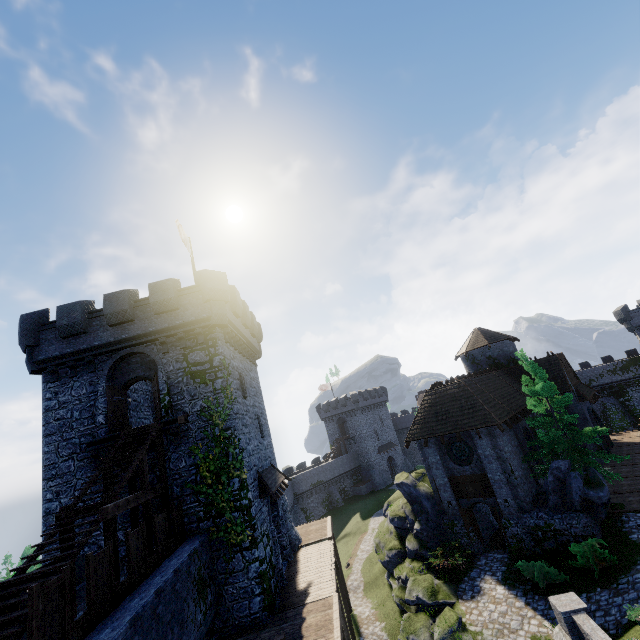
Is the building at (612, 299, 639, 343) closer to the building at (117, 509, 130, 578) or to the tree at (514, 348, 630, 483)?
the tree at (514, 348, 630, 483)

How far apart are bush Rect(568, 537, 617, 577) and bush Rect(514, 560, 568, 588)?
0.63m

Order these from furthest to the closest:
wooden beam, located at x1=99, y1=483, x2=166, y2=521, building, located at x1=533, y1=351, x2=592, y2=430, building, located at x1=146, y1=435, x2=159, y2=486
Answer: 1. building, located at x1=533, y1=351, x2=592, y2=430
2. building, located at x1=146, y1=435, x2=159, y2=486
3. wooden beam, located at x1=99, y1=483, x2=166, y2=521

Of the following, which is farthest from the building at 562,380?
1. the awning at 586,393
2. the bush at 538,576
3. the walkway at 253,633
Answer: the walkway at 253,633

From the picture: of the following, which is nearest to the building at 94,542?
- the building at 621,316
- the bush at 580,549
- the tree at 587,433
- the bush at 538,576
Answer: the bush at 538,576

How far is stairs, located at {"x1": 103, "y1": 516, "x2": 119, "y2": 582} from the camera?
10.4m

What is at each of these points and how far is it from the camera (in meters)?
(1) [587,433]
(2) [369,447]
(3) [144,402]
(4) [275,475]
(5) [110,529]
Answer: (1) tree, 19.48
(2) building, 59.31
(3) building, 23.47
(4) awning, 20.94
(5) stairs, 10.55

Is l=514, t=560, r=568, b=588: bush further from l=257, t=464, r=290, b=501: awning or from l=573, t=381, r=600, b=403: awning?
l=573, t=381, r=600, b=403: awning
